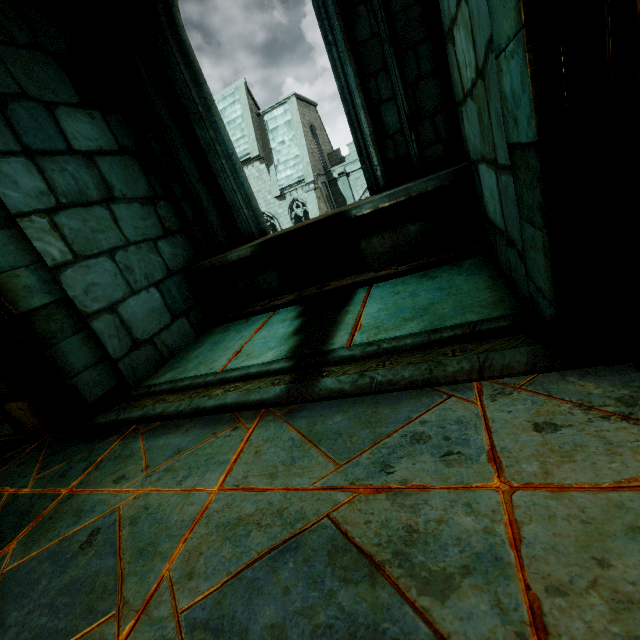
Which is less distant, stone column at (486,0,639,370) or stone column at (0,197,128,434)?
stone column at (486,0,639,370)

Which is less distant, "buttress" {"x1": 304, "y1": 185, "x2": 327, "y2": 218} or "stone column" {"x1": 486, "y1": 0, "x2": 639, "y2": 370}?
"stone column" {"x1": 486, "y1": 0, "x2": 639, "y2": 370}

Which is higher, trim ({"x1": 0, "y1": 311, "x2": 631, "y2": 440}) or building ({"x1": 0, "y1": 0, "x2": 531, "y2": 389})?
building ({"x1": 0, "y1": 0, "x2": 531, "y2": 389})

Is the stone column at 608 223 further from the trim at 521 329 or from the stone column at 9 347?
the stone column at 9 347

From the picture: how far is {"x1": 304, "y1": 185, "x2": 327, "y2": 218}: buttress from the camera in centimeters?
2414cm

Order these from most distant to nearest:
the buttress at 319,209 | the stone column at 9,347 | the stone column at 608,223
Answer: the buttress at 319,209 → the stone column at 9,347 → the stone column at 608,223

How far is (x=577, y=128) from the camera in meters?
1.0 m

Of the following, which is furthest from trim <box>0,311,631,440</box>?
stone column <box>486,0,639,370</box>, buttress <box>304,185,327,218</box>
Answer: buttress <box>304,185,327,218</box>
